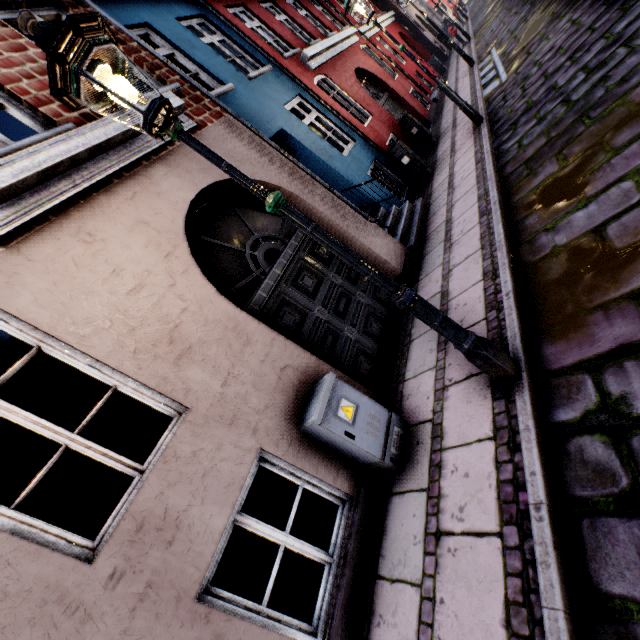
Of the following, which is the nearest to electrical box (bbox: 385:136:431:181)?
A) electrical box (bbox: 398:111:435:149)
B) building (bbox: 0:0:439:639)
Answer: building (bbox: 0:0:439:639)

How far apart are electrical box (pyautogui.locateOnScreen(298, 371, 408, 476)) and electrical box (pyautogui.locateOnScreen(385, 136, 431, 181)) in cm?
719

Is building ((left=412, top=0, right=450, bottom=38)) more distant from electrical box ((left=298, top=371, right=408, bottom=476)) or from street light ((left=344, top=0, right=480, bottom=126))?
street light ((left=344, top=0, right=480, bottom=126))

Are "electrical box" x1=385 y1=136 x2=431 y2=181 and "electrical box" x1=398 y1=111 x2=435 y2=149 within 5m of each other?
yes

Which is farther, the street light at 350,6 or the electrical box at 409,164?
the electrical box at 409,164

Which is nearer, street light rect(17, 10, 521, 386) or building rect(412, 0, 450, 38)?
street light rect(17, 10, 521, 386)

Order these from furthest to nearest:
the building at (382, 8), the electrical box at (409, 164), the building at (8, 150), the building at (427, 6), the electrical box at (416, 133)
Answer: the building at (427, 6) → the building at (382, 8) → the electrical box at (416, 133) → the electrical box at (409, 164) → the building at (8, 150)

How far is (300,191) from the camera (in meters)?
5.17
